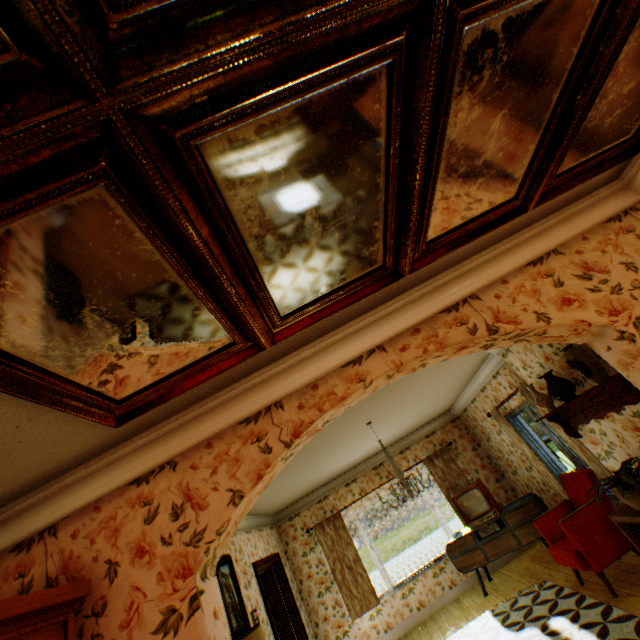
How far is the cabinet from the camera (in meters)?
5.94

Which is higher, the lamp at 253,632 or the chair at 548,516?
the lamp at 253,632

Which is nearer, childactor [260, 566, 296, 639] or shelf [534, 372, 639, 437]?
shelf [534, 372, 639, 437]

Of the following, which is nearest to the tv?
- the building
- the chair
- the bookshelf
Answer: the building

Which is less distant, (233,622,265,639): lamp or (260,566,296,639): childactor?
(233,622,265,639): lamp

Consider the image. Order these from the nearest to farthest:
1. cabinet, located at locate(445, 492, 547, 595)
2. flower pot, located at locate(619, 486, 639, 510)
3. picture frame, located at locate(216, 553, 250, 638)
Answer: flower pot, located at locate(619, 486, 639, 510), picture frame, located at locate(216, 553, 250, 638), cabinet, located at locate(445, 492, 547, 595)

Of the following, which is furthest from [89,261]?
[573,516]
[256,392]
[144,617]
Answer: [573,516]

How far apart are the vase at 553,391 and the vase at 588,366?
0.38m
